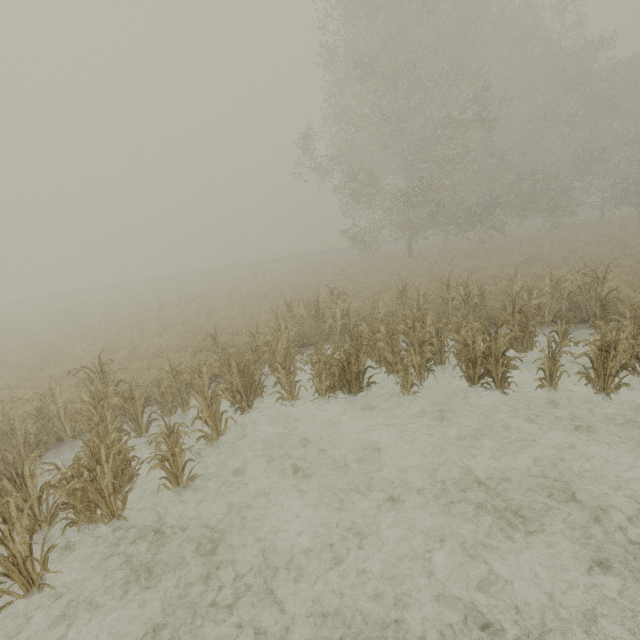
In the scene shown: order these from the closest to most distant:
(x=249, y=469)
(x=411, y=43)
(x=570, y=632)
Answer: (x=570, y=632), (x=249, y=469), (x=411, y=43)
